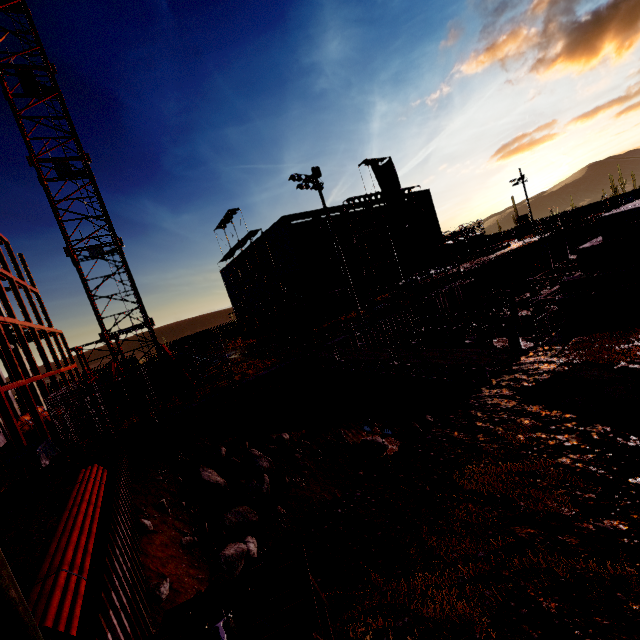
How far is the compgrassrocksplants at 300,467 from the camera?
14.5 meters

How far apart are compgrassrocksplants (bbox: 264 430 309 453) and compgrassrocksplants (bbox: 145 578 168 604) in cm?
652

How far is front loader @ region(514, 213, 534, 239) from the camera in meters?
56.2 m

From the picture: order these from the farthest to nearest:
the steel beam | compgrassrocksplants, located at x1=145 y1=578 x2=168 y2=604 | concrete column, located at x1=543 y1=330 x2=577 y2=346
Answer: the steel beam → concrete column, located at x1=543 y1=330 x2=577 y2=346 → compgrassrocksplants, located at x1=145 y1=578 x2=168 y2=604

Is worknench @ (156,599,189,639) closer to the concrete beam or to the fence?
the concrete beam

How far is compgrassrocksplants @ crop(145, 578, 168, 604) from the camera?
8.0m

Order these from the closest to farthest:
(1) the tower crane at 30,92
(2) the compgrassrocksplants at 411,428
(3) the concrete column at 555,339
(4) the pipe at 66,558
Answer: (4) the pipe at 66,558, (3) the concrete column at 555,339, (1) the tower crane at 30,92, (2) the compgrassrocksplants at 411,428

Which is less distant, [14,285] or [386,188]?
[14,285]
